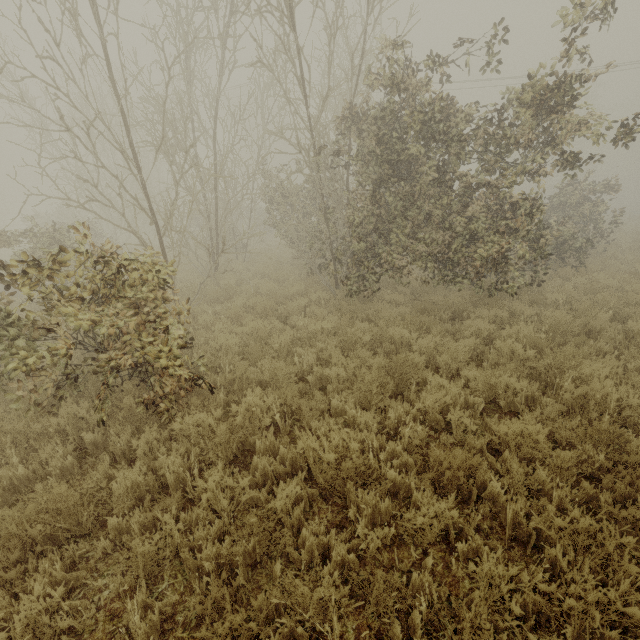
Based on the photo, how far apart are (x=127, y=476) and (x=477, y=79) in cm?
3181
